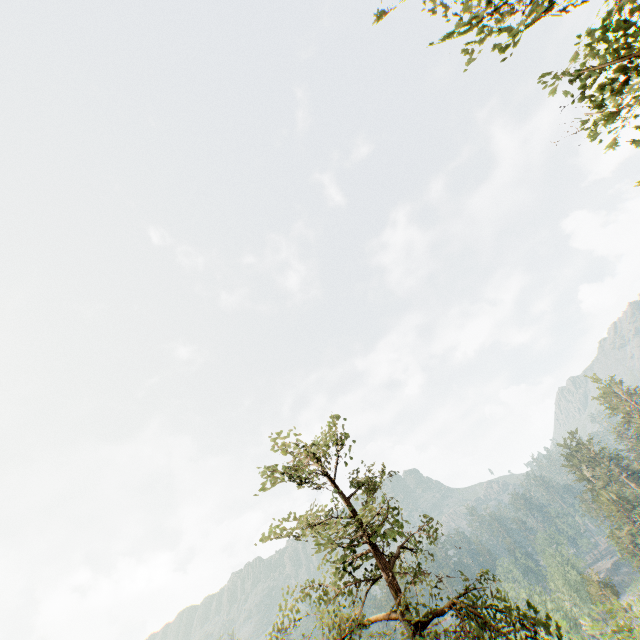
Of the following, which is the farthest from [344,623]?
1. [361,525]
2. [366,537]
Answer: [366,537]

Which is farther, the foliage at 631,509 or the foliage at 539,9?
the foliage at 631,509

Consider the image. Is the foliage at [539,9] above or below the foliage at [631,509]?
above

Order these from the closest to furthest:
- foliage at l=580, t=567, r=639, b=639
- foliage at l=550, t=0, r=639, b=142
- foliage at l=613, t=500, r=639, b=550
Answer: foliage at l=550, t=0, r=639, b=142
foliage at l=580, t=567, r=639, b=639
foliage at l=613, t=500, r=639, b=550

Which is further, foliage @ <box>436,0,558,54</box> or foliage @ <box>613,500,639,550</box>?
foliage @ <box>613,500,639,550</box>

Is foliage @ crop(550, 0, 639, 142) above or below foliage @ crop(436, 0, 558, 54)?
below
